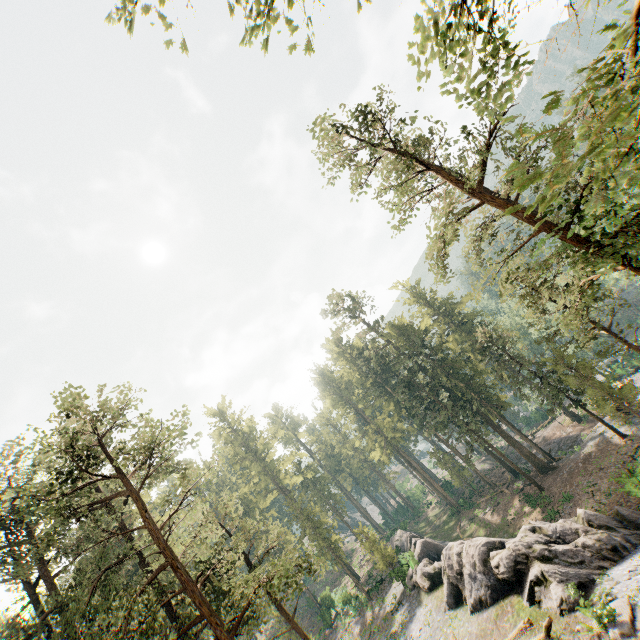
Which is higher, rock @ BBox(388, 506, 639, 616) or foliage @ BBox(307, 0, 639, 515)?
foliage @ BBox(307, 0, 639, 515)

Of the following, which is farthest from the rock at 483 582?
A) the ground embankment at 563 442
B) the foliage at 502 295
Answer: the ground embankment at 563 442

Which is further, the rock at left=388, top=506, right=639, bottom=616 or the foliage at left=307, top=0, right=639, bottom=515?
the rock at left=388, top=506, right=639, bottom=616

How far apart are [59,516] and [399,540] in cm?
4498

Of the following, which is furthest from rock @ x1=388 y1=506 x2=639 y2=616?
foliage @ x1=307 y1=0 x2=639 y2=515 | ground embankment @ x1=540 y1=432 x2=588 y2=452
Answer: ground embankment @ x1=540 y1=432 x2=588 y2=452

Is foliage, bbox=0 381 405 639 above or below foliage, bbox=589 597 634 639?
above

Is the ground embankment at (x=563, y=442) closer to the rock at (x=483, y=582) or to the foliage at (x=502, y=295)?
the foliage at (x=502, y=295)
